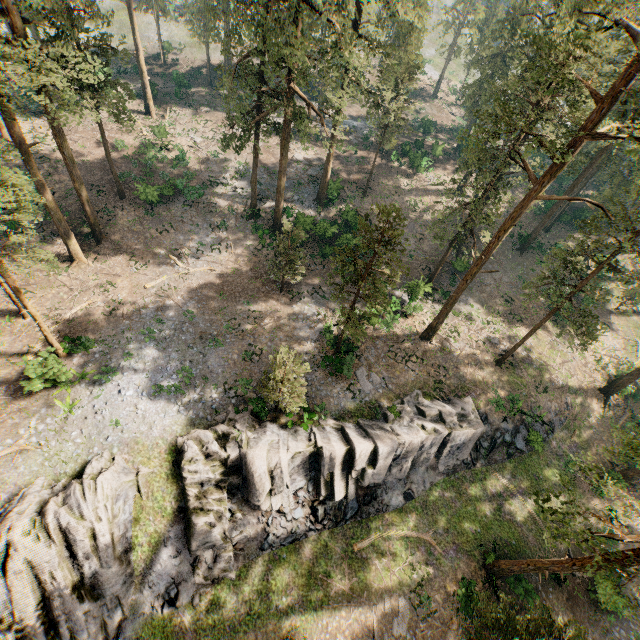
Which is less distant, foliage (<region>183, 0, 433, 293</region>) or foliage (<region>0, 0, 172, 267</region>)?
foliage (<region>0, 0, 172, 267</region>)

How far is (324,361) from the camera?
27.17m

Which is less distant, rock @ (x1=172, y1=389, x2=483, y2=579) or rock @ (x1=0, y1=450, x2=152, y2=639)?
rock @ (x1=0, y1=450, x2=152, y2=639)

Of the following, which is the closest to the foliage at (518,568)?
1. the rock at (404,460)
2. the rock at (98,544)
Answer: the rock at (98,544)

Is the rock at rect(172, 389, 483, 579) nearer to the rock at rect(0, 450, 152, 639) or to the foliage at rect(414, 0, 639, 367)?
the rock at rect(0, 450, 152, 639)

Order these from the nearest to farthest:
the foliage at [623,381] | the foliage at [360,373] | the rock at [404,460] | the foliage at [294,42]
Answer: the rock at [404,460] < the foliage at [294,42] < the foliage at [360,373] < the foliage at [623,381]

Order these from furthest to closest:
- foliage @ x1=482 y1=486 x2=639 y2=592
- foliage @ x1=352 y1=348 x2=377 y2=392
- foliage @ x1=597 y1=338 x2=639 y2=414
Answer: foliage @ x1=597 y1=338 x2=639 y2=414 → foliage @ x1=352 y1=348 x2=377 y2=392 → foliage @ x1=482 y1=486 x2=639 y2=592

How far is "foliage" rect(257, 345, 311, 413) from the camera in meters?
19.3 m
